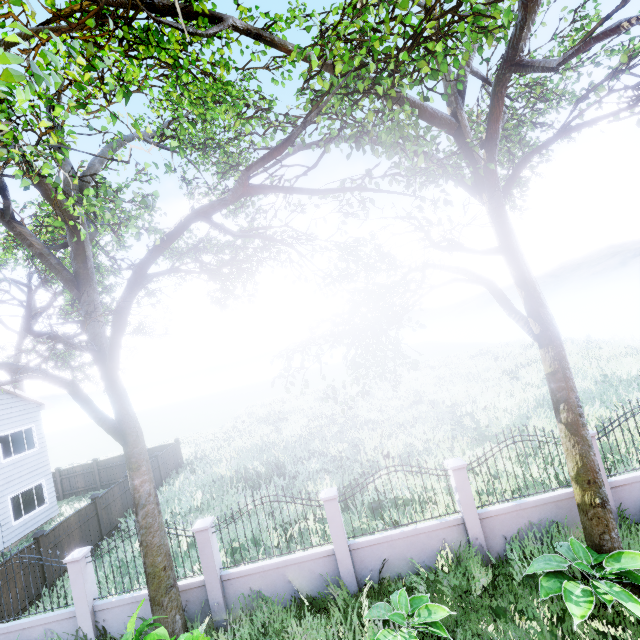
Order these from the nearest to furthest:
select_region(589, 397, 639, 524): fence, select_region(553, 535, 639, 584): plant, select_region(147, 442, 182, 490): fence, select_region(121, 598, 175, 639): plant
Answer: select_region(121, 598, 175, 639): plant, select_region(553, 535, 639, 584): plant, select_region(589, 397, 639, 524): fence, select_region(147, 442, 182, 490): fence

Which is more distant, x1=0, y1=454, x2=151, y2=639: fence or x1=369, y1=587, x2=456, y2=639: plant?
x1=0, y1=454, x2=151, y2=639: fence

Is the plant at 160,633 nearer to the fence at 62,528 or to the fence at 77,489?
the fence at 62,528

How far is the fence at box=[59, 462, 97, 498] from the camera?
20.64m

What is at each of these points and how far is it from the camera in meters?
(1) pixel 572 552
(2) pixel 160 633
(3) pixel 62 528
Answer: (1) plant, 6.8
(2) plant, 5.7
(3) fence, 11.5

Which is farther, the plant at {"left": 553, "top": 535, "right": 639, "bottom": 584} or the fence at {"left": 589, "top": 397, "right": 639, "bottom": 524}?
the fence at {"left": 589, "top": 397, "right": 639, "bottom": 524}

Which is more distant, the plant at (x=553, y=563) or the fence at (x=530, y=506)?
the fence at (x=530, y=506)
